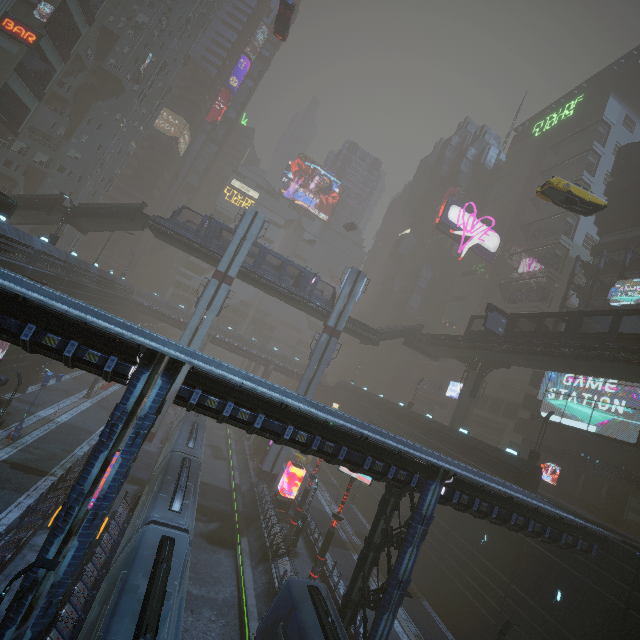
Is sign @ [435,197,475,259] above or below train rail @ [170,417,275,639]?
above

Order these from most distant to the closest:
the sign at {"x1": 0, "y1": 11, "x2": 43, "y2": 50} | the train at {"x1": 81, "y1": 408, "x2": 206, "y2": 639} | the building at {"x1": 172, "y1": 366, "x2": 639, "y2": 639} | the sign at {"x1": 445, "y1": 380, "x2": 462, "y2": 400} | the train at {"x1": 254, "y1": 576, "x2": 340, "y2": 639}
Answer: the sign at {"x1": 445, "y1": 380, "x2": 462, "y2": 400} → the sign at {"x1": 0, "y1": 11, "x2": 43, "y2": 50} → the building at {"x1": 172, "y1": 366, "x2": 639, "y2": 639} → the train at {"x1": 254, "y1": 576, "x2": 340, "y2": 639} → the train at {"x1": 81, "y1": 408, "x2": 206, "y2": 639}

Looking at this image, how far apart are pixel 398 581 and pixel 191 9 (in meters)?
82.88

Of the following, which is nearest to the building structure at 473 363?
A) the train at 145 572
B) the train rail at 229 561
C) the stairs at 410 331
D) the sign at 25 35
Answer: the stairs at 410 331

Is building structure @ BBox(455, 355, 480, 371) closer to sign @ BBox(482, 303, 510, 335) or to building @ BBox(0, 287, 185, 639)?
building @ BBox(0, 287, 185, 639)

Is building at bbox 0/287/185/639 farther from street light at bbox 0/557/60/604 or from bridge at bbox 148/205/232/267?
bridge at bbox 148/205/232/267

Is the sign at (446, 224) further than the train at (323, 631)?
Yes

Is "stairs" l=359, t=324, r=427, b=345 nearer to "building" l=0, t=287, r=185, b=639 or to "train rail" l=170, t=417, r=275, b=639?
"building" l=0, t=287, r=185, b=639
